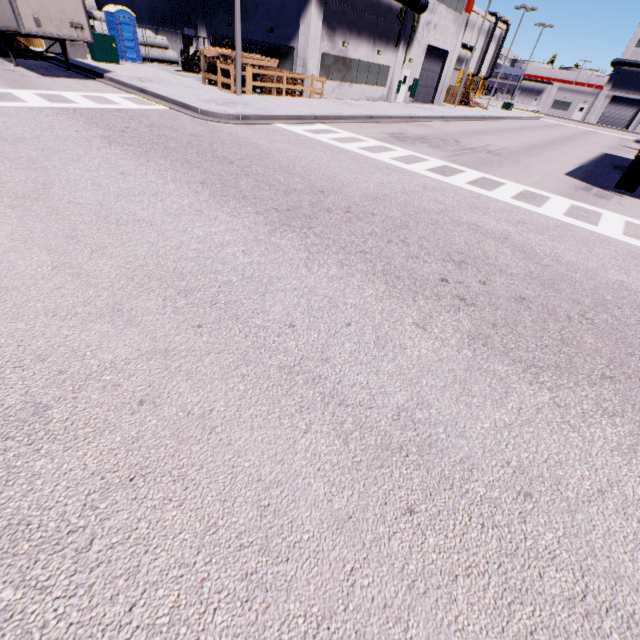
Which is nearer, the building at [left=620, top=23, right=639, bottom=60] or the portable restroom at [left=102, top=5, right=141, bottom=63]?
the portable restroom at [left=102, top=5, right=141, bottom=63]

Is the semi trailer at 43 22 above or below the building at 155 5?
below

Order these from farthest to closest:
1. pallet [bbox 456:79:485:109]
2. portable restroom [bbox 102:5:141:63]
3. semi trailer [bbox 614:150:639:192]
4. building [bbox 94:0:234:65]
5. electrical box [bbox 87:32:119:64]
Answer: pallet [bbox 456:79:485:109] < building [bbox 94:0:234:65] < portable restroom [bbox 102:5:141:63] < electrical box [bbox 87:32:119:64] < semi trailer [bbox 614:150:639:192]

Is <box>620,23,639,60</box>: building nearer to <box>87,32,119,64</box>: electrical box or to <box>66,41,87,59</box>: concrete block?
<box>66,41,87,59</box>: concrete block

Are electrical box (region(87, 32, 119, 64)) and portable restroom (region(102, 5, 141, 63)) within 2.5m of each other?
no

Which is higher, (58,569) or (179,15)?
(179,15)

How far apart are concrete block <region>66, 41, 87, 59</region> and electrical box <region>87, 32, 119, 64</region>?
0.9 meters

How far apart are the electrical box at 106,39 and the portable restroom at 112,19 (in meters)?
3.92
